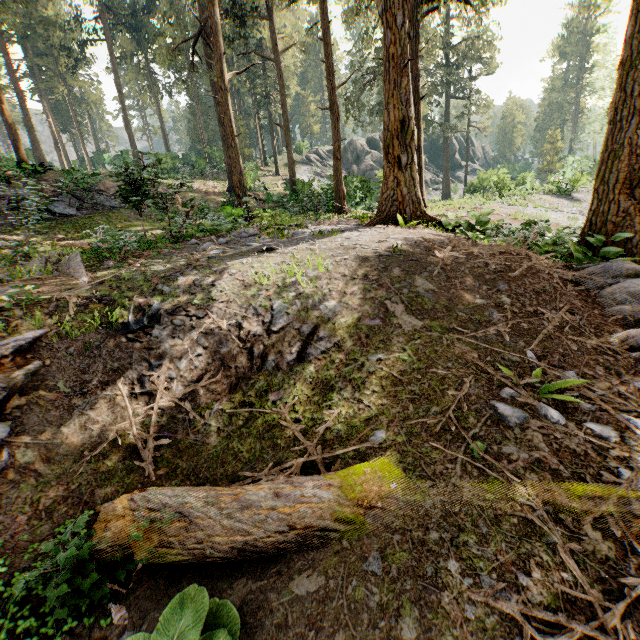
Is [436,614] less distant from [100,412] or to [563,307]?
[100,412]

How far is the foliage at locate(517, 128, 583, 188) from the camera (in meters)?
23.75

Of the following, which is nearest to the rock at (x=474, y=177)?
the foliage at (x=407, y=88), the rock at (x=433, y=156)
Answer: the foliage at (x=407, y=88)

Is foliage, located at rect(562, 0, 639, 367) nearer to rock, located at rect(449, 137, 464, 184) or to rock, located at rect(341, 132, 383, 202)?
rock, located at rect(341, 132, 383, 202)

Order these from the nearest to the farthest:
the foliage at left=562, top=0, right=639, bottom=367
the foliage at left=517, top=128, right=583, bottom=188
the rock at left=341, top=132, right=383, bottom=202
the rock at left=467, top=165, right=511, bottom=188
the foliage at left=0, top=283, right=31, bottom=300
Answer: the foliage at left=0, top=283, right=31, bottom=300 < the foliage at left=562, top=0, right=639, bottom=367 < the foliage at left=517, top=128, right=583, bottom=188 < the rock at left=341, top=132, right=383, bottom=202 < the rock at left=467, top=165, right=511, bottom=188

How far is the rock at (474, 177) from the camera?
25.3 meters

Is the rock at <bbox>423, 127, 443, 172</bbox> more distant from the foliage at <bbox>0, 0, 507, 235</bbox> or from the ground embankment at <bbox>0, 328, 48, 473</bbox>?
the ground embankment at <bbox>0, 328, 48, 473</bbox>

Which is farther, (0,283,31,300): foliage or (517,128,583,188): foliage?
(517,128,583,188): foliage
